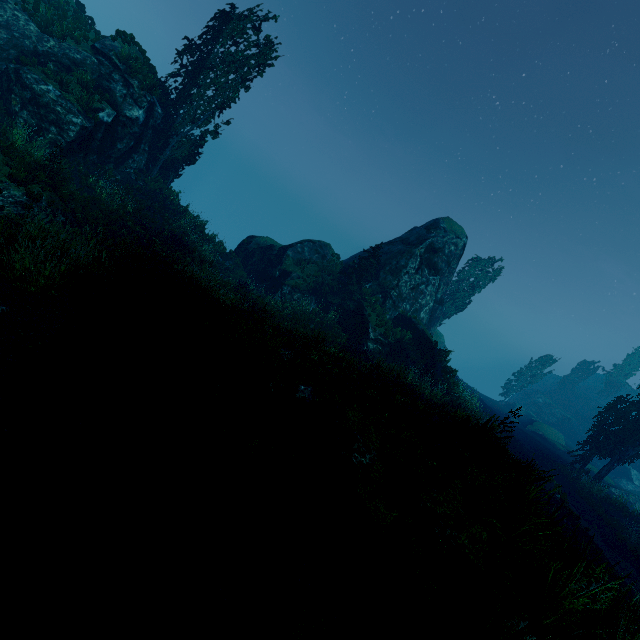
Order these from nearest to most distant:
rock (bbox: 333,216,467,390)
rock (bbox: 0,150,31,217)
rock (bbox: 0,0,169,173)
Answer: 1. rock (bbox: 0,150,31,217)
2. rock (bbox: 0,0,169,173)
3. rock (bbox: 333,216,467,390)

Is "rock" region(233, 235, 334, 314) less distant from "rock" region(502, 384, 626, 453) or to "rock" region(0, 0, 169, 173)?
"rock" region(0, 0, 169, 173)

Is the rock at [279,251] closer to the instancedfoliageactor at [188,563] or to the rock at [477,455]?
the instancedfoliageactor at [188,563]

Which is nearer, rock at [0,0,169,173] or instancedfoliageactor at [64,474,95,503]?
instancedfoliageactor at [64,474,95,503]

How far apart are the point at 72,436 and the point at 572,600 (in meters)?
7.19

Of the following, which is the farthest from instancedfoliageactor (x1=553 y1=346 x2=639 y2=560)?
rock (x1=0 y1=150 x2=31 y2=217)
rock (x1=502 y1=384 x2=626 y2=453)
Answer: rock (x1=0 y1=150 x2=31 y2=217)

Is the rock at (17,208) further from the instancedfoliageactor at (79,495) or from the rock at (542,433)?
the rock at (542,433)

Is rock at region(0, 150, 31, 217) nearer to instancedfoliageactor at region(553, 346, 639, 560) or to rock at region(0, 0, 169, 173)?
rock at region(0, 0, 169, 173)
